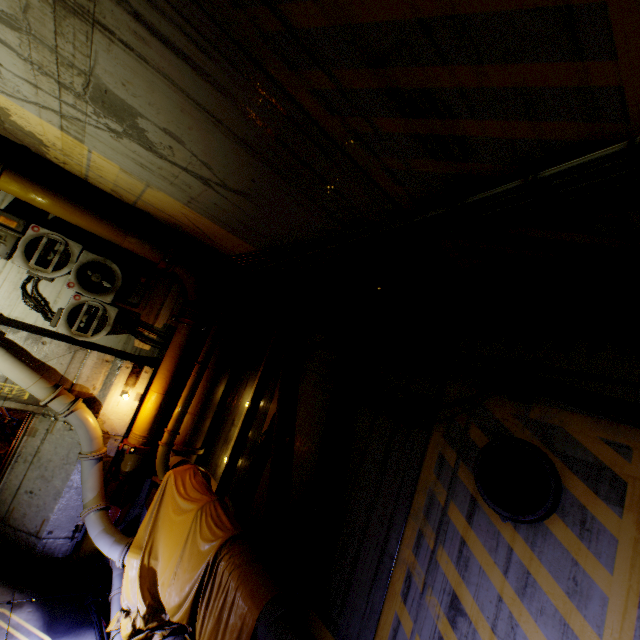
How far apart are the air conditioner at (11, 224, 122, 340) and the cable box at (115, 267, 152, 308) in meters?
0.1 m

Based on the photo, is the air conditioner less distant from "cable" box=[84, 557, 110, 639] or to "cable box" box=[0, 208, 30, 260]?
"cable box" box=[0, 208, 30, 260]

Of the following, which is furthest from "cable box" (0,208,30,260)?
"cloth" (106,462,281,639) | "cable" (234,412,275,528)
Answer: "cable" (234,412,275,528)

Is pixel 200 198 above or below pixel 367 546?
above

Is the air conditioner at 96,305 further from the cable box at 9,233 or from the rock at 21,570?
the rock at 21,570

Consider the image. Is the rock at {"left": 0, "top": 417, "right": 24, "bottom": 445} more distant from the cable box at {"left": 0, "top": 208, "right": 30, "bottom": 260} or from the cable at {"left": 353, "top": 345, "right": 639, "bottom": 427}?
the cable at {"left": 353, "top": 345, "right": 639, "bottom": 427}

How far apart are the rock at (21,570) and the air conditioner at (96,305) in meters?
4.2

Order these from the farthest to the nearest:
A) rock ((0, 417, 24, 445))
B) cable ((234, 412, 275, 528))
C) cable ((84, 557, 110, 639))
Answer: rock ((0, 417, 24, 445))
cable ((234, 412, 275, 528))
cable ((84, 557, 110, 639))
